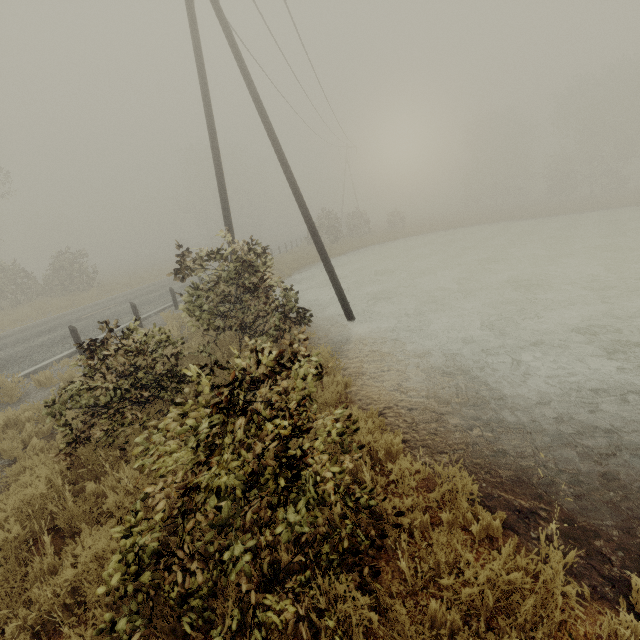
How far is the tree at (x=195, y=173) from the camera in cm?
5228

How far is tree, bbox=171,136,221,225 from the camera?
52.28m

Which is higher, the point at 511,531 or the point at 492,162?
the point at 492,162
